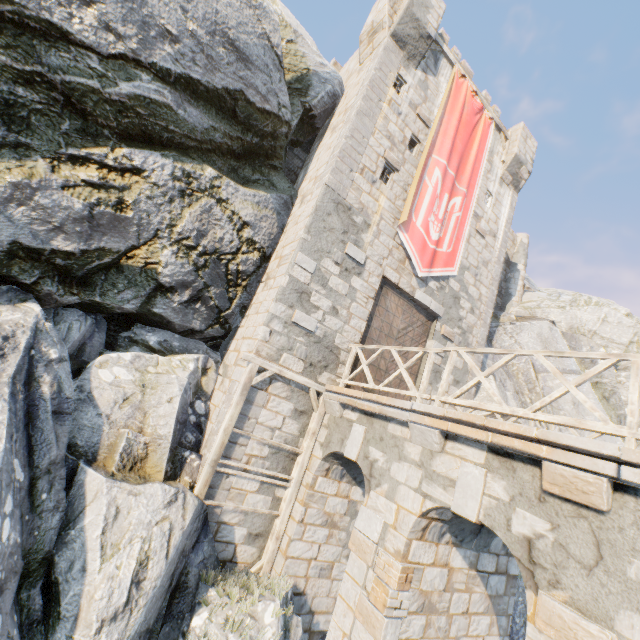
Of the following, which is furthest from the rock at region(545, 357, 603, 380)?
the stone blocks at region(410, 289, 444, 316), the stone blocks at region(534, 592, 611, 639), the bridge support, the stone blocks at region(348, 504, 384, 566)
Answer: the stone blocks at region(534, 592, 611, 639)

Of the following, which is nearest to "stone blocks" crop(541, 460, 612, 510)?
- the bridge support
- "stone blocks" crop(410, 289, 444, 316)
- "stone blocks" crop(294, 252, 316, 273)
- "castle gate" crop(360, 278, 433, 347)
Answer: the bridge support

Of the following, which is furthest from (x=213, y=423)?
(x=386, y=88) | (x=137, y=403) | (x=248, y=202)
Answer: (x=386, y=88)

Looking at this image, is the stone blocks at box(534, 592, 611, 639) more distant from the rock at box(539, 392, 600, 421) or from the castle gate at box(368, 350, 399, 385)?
the castle gate at box(368, 350, 399, 385)

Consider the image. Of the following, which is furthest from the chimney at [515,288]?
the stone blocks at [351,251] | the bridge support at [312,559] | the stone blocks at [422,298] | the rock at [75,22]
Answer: the stone blocks at [351,251]

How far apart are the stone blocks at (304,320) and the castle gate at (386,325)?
1.57m

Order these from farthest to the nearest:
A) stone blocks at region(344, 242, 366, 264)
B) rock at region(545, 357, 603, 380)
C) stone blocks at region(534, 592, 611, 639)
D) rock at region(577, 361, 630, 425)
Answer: rock at region(545, 357, 603, 380) → rock at region(577, 361, 630, 425) → stone blocks at region(344, 242, 366, 264) → stone blocks at region(534, 592, 611, 639)

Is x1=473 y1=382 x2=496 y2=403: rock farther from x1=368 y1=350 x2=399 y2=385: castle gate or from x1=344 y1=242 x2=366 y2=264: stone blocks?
x1=368 y1=350 x2=399 y2=385: castle gate
